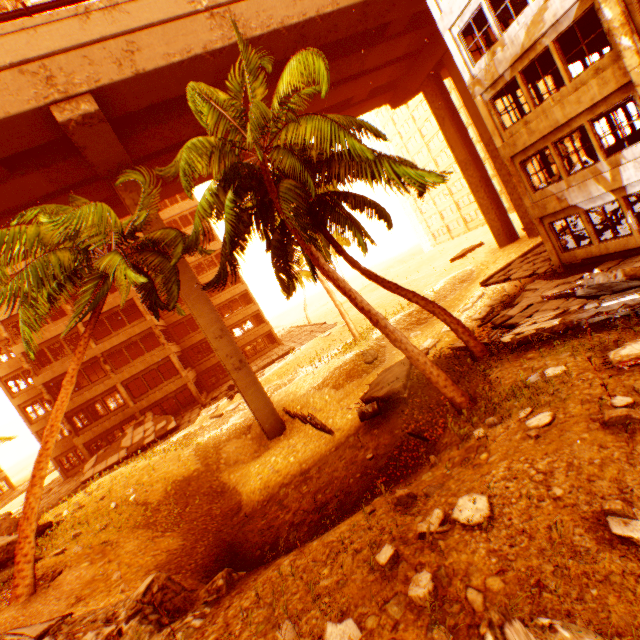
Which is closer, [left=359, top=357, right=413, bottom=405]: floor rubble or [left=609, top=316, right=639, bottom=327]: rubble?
[left=609, top=316, right=639, bottom=327]: rubble

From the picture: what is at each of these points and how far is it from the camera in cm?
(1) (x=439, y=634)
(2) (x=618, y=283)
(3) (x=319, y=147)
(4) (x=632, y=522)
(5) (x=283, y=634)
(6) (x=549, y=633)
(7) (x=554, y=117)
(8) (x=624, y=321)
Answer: (1) rubble, 323
(2) floor rubble, 829
(3) rubble, 897
(4) rubble, 342
(5) rubble, 403
(6) rock pile, 287
(7) wall corner piece, 1207
(8) rubble, 809

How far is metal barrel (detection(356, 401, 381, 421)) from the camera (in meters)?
12.86

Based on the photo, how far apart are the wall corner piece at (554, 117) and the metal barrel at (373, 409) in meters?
11.4 m

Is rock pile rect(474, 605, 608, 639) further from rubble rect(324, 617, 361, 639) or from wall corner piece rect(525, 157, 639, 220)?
wall corner piece rect(525, 157, 639, 220)

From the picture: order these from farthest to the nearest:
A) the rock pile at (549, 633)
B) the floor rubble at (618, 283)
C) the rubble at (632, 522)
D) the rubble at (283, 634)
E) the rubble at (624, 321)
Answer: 1. the floor rubble at (618, 283)
2. the rubble at (624, 321)
3. the rubble at (283, 634)
4. the rubble at (632, 522)
5. the rock pile at (549, 633)

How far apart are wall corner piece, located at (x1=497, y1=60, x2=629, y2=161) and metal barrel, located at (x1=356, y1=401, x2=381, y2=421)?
11.4 meters

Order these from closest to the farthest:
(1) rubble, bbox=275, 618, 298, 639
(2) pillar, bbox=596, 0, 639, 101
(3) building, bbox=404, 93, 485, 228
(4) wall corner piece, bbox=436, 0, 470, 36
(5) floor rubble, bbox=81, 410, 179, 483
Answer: (1) rubble, bbox=275, 618, 298, 639, (2) pillar, bbox=596, 0, 639, 101, (4) wall corner piece, bbox=436, 0, 470, 36, (5) floor rubble, bbox=81, 410, 179, 483, (3) building, bbox=404, 93, 485, 228
